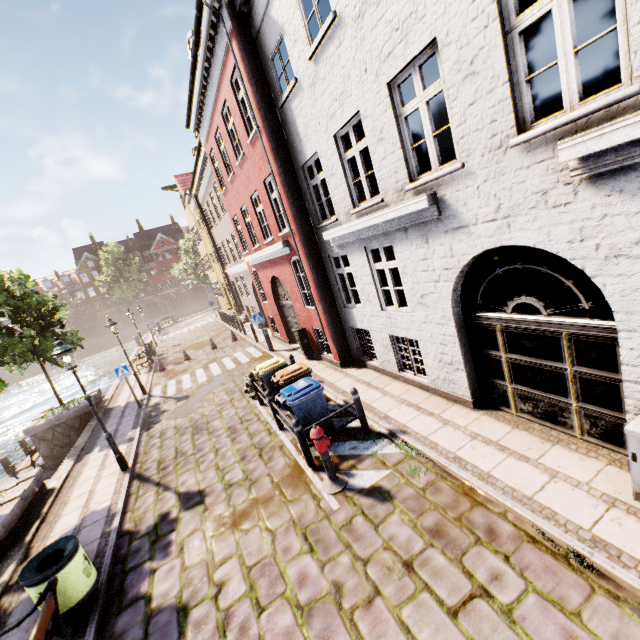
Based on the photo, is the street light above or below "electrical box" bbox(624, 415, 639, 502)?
above

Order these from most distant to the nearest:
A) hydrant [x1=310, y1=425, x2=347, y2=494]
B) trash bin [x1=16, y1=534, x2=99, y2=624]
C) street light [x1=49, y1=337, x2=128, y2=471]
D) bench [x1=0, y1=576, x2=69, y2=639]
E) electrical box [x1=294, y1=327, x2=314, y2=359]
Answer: electrical box [x1=294, y1=327, x2=314, y2=359], street light [x1=49, y1=337, x2=128, y2=471], hydrant [x1=310, y1=425, x2=347, y2=494], trash bin [x1=16, y1=534, x2=99, y2=624], bench [x1=0, y1=576, x2=69, y2=639]

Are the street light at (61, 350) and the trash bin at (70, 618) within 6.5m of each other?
yes

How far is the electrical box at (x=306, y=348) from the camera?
12.2m

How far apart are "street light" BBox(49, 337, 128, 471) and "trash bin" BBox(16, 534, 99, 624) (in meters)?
3.59

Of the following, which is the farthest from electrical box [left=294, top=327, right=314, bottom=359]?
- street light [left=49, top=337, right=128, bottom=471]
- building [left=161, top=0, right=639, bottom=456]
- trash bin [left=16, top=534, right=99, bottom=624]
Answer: trash bin [left=16, top=534, right=99, bottom=624]

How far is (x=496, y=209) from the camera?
4.6m

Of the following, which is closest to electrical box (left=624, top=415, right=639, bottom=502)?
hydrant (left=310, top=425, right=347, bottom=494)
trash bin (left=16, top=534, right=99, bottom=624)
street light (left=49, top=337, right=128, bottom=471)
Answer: hydrant (left=310, top=425, right=347, bottom=494)
